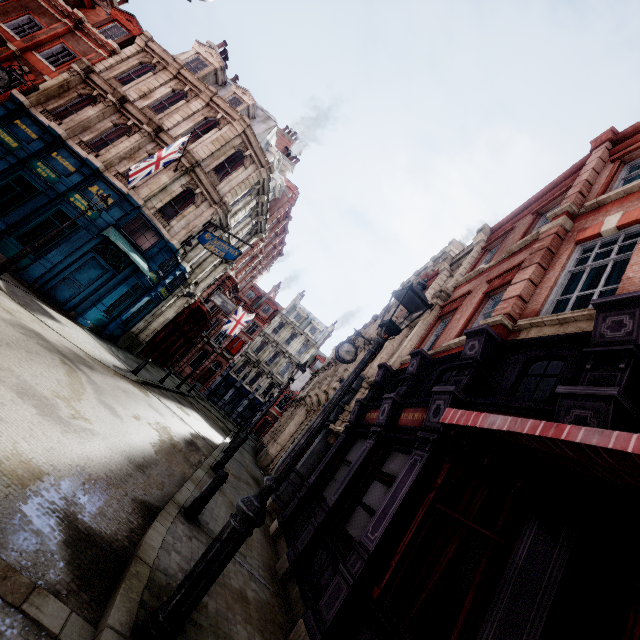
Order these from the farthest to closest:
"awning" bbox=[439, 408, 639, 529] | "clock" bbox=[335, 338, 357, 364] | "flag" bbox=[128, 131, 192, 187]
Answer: "clock" bbox=[335, 338, 357, 364] → "flag" bbox=[128, 131, 192, 187] → "awning" bbox=[439, 408, 639, 529]

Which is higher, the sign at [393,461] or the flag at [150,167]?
the flag at [150,167]

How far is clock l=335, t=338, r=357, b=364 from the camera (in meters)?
13.95

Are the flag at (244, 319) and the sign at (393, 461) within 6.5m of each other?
no

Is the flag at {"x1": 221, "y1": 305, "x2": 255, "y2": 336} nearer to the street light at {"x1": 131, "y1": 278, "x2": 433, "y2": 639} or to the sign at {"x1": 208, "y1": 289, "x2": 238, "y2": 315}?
the sign at {"x1": 208, "y1": 289, "x2": 238, "y2": 315}

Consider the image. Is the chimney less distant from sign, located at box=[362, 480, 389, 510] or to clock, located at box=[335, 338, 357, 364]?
clock, located at box=[335, 338, 357, 364]

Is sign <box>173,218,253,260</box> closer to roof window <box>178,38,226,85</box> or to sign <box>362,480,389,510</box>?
roof window <box>178,38,226,85</box>

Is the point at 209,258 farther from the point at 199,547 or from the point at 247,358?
the point at 247,358
